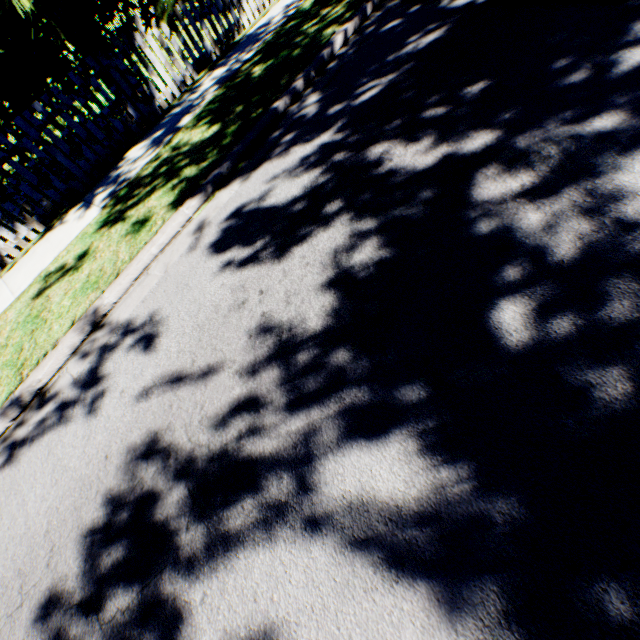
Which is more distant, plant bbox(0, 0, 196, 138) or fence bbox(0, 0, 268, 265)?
fence bbox(0, 0, 268, 265)

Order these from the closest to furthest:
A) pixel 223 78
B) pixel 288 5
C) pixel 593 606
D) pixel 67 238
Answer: pixel 593 606, pixel 67 238, pixel 223 78, pixel 288 5

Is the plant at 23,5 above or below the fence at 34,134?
above

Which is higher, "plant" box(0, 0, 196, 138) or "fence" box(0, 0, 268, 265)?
"plant" box(0, 0, 196, 138)

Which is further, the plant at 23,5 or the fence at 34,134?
the fence at 34,134
